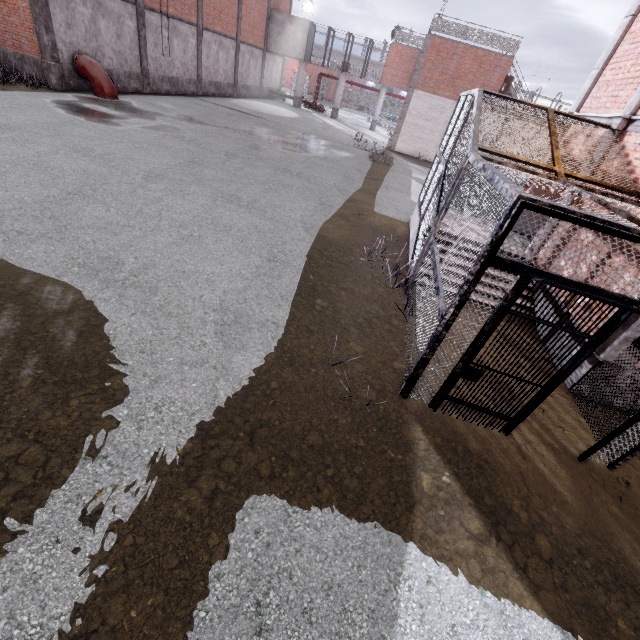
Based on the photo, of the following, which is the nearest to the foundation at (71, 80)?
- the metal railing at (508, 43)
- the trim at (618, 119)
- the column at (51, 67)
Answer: the column at (51, 67)

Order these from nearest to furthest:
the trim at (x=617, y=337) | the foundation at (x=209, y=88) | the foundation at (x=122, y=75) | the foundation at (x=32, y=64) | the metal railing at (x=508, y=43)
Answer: the trim at (x=617, y=337)
the foundation at (x=32, y=64)
the foundation at (x=122, y=75)
the metal railing at (x=508, y=43)
the foundation at (x=209, y=88)

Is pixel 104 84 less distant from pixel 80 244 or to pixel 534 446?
pixel 80 244

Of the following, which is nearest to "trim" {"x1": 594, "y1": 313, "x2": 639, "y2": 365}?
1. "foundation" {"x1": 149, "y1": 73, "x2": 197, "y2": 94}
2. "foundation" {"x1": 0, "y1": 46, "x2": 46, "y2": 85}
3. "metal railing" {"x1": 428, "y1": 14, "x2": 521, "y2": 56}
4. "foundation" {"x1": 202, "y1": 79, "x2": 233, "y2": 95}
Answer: "metal railing" {"x1": 428, "y1": 14, "x2": 521, "y2": 56}

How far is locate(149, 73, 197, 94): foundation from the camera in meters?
20.0 m

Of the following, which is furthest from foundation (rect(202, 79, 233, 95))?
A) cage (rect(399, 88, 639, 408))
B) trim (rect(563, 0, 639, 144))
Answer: trim (rect(563, 0, 639, 144))

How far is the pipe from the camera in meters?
15.0

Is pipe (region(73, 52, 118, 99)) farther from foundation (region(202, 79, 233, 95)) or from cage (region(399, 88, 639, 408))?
cage (region(399, 88, 639, 408))
